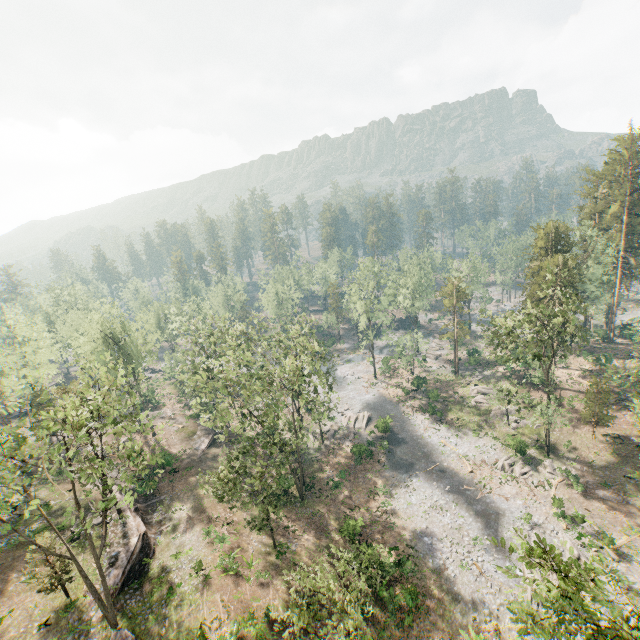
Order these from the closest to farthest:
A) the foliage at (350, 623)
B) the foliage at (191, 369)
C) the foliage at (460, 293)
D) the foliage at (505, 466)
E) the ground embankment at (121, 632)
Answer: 1. the foliage at (350, 623)
2. the ground embankment at (121, 632)
3. the foliage at (191, 369)
4. the foliage at (505, 466)
5. the foliage at (460, 293)

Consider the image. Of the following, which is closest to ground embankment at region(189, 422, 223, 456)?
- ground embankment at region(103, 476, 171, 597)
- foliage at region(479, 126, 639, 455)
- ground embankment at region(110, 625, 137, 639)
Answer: foliage at region(479, 126, 639, 455)

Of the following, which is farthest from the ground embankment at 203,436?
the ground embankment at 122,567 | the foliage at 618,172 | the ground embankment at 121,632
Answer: the ground embankment at 121,632

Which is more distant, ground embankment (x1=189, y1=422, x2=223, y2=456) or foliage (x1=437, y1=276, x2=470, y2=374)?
foliage (x1=437, y1=276, x2=470, y2=374)

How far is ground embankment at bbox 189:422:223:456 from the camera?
43.9m

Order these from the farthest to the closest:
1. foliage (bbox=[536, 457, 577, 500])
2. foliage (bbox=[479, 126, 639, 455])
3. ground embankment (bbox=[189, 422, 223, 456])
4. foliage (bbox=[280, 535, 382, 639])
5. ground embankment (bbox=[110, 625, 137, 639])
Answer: ground embankment (bbox=[189, 422, 223, 456])
foliage (bbox=[536, 457, 577, 500])
foliage (bbox=[479, 126, 639, 455])
ground embankment (bbox=[110, 625, 137, 639])
foliage (bbox=[280, 535, 382, 639])

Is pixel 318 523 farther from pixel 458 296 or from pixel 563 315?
pixel 458 296
